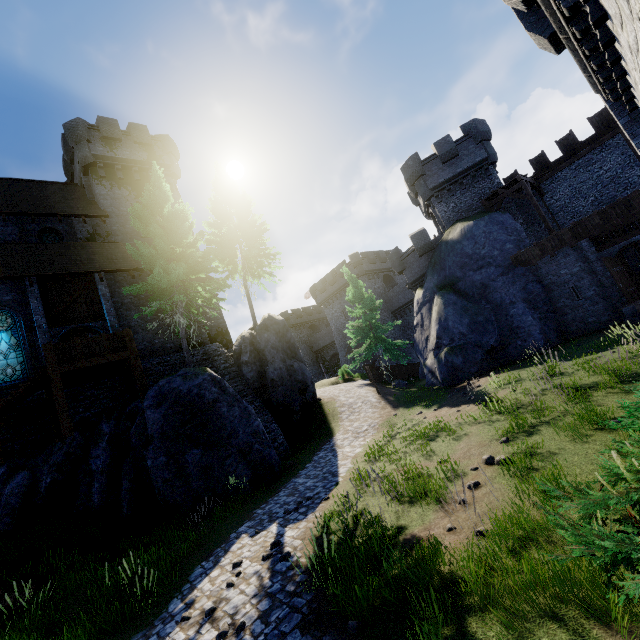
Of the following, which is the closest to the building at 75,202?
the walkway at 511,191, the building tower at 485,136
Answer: the building tower at 485,136

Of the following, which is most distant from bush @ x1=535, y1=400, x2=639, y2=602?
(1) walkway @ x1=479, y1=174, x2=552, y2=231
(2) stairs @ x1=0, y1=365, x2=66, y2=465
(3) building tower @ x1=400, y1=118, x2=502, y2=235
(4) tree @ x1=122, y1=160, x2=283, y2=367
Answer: (3) building tower @ x1=400, y1=118, x2=502, y2=235

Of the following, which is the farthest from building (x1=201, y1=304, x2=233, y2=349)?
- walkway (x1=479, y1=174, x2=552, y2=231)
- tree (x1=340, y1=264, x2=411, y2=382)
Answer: walkway (x1=479, y1=174, x2=552, y2=231)

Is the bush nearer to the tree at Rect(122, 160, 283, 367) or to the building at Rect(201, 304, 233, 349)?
the tree at Rect(122, 160, 283, 367)

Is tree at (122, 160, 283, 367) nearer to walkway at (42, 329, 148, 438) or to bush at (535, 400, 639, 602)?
walkway at (42, 329, 148, 438)

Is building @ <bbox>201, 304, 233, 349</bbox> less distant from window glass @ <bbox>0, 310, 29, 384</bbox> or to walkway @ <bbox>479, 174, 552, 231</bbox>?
window glass @ <bbox>0, 310, 29, 384</bbox>

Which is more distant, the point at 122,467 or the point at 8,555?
the point at 122,467

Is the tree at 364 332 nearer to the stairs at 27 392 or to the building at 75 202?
the building at 75 202
